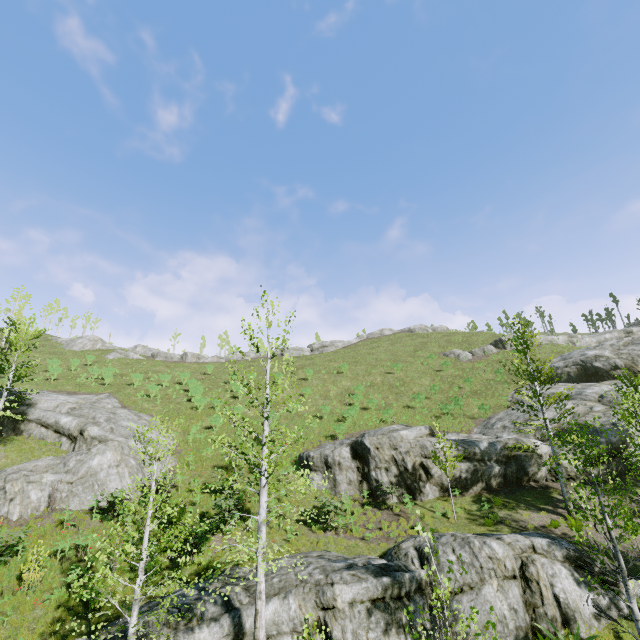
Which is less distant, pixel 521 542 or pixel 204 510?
pixel 521 542

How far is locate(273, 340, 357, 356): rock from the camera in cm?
5444

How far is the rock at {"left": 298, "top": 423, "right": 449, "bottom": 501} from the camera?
20.0 meters

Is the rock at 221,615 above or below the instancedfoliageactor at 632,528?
below

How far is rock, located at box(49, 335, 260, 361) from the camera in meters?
48.4 m

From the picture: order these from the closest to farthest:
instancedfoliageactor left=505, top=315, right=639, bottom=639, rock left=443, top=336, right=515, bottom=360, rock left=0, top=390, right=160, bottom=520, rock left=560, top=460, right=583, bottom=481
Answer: instancedfoliageactor left=505, top=315, right=639, bottom=639 → rock left=0, top=390, right=160, bottom=520 → rock left=560, top=460, right=583, bottom=481 → rock left=443, top=336, right=515, bottom=360

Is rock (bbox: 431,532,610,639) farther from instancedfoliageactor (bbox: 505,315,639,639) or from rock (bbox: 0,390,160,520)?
rock (bbox: 0,390,160,520)

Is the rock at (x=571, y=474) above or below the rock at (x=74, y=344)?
below
